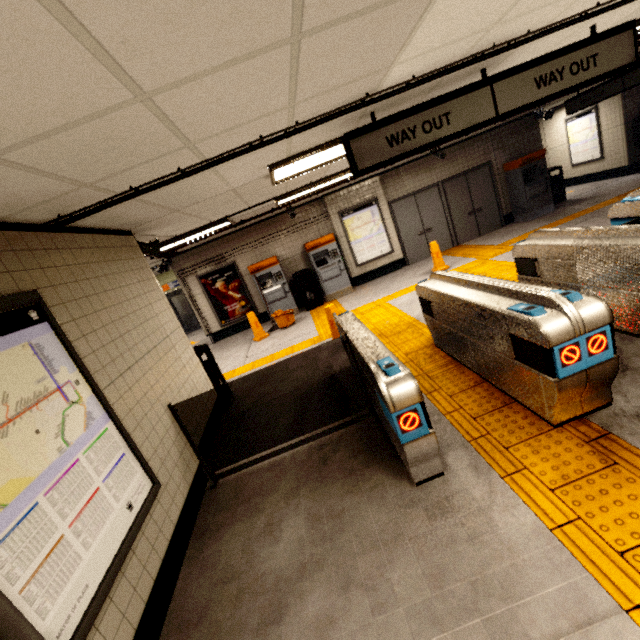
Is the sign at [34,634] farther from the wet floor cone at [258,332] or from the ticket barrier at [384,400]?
the wet floor cone at [258,332]

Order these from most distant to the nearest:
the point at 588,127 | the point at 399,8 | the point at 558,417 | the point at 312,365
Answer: the point at 588,127, the point at 312,365, the point at 558,417, the point at 399,8

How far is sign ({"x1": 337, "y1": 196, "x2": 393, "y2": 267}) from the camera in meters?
9.7

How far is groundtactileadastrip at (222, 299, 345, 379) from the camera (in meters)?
6.79

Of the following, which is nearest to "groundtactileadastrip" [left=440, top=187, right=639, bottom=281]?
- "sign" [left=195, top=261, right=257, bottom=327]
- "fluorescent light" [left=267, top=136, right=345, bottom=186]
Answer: "sign" [left=195, top=261, right=257, bottom=327]

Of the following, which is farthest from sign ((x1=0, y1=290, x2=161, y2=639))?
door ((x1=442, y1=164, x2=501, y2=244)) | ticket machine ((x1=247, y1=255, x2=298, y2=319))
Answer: door ((x1=442, y1=164, x2=501, y2=244))

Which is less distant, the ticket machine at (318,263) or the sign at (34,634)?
the sign at (34,634)

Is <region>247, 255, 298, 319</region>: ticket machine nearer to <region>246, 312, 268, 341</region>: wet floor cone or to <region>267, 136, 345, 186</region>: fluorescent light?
<region>246, 312, 268, 341</region>: wet floor cone
